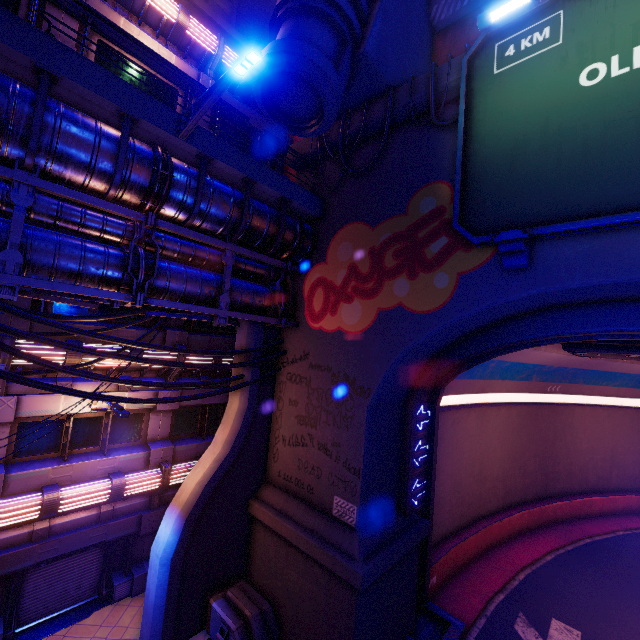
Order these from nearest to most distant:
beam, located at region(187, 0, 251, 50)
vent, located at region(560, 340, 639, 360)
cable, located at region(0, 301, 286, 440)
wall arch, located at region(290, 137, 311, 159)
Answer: cable, located at region(0, 301, 286, 440) < vent, located at region(560, 340, 639, 360) < wall arch, located at region(290, 137, 311, 159) < beam, located at region(187, 0, 251, 50)

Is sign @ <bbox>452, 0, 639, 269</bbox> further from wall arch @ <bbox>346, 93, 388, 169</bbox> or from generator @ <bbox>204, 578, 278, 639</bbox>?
generator @ <bbox>204, 578, 278, 639</bbox>

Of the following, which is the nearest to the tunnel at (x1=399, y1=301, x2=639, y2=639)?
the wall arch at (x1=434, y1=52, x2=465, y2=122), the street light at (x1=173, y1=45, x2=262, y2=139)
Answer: the wall arch at (x1=434, y1=52, x2=465, y2=122)

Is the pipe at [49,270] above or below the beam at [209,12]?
below

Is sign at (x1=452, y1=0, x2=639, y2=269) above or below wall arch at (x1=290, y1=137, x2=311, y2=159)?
below

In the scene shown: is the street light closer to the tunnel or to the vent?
the tunnel

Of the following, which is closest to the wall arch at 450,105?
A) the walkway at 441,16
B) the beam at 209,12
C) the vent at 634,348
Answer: the vent at 634,348

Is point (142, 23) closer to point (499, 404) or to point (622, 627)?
point (499, 404)
